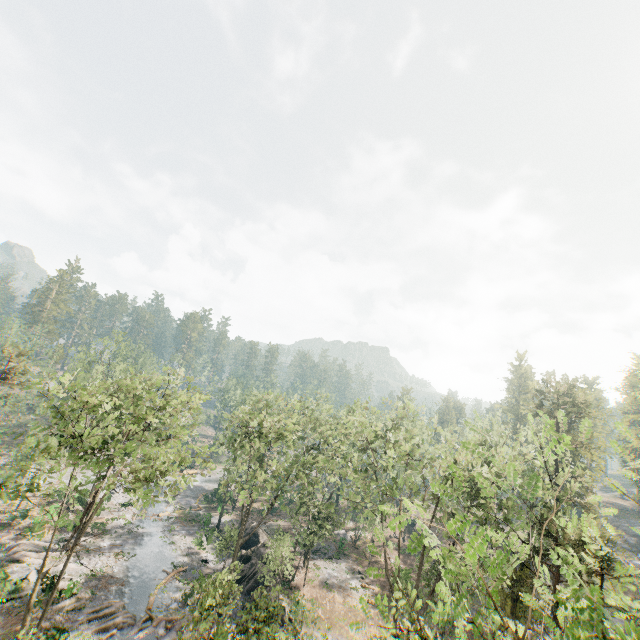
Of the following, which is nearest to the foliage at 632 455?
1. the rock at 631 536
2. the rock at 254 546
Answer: the rock at 631 536

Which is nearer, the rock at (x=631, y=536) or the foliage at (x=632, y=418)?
the foliage at (x=632, y=418)

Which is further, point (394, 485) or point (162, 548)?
point (162, 548)

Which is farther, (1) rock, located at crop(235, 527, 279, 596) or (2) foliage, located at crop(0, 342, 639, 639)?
(1) rock, located at crop(235, 527, 279, 596)

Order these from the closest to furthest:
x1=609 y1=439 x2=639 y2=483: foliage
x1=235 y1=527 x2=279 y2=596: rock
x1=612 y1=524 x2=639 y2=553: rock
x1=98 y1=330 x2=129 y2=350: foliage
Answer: x1=609 y1=439 x2=639 y2=483: foliage
x1=235 y1=527 x2=279 y2=596: rock
x1=98 y1=330 x2=129 y2=350: foliage
x1=612 y1=524 x2=639 y2=553: rock

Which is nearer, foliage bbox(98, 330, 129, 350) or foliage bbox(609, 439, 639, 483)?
foliage bbox(609, 439, 639, 483)

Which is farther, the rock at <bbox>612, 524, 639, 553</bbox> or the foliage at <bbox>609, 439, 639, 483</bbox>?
the rock at <bbox>612, 524, 639, 553</bbox>

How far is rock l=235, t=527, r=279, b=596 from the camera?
31.05m
